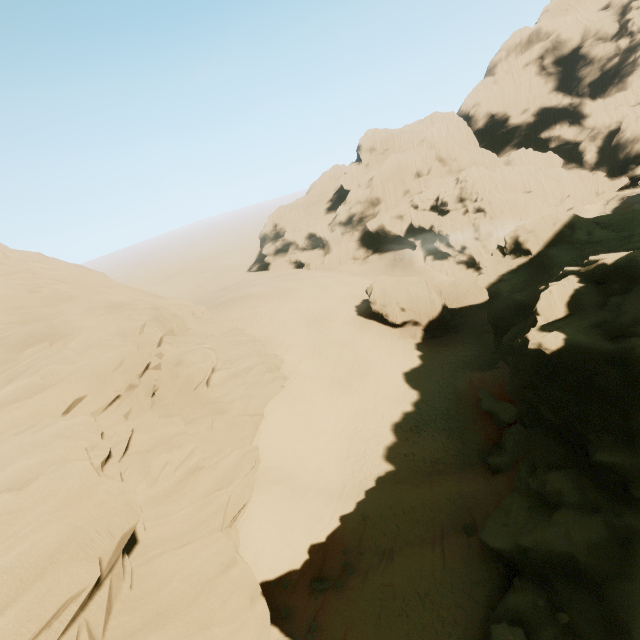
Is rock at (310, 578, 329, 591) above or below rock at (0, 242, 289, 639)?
below

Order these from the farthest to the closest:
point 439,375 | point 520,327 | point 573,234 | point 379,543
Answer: point 439,375, point 573,234, point 520,327, point 379,543

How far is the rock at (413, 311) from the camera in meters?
36.9 m

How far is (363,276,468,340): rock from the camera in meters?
36.9 m

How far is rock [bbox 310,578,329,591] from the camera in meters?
13.8

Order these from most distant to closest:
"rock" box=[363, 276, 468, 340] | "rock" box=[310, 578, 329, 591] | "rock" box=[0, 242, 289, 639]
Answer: "rock" box=[363, 276, 468, 340], "rock" box=[310, 578, 329, 591], "rock" box=[0, 242, 289, 639]

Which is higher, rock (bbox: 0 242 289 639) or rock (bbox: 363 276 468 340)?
rock (bbox: 0 242 289 639)

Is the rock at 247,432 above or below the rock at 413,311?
above
